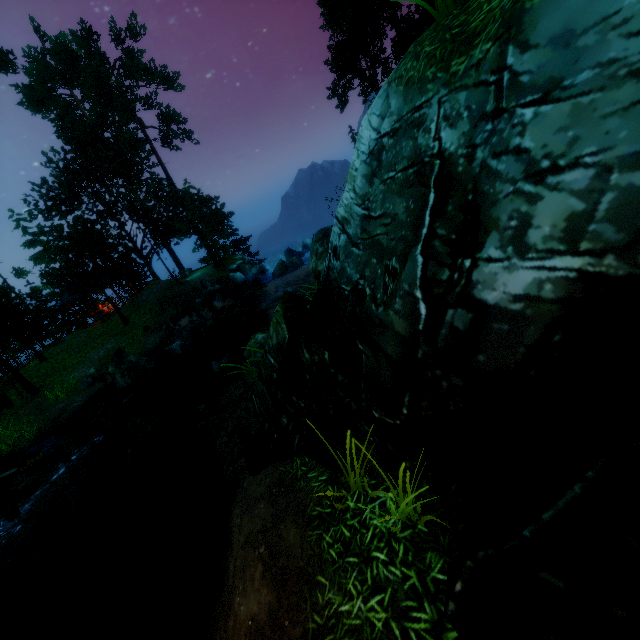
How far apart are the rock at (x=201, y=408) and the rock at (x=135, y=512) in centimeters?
345cm

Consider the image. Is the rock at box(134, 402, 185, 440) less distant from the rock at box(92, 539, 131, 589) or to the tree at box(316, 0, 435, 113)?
the rock at box(92, 539, 131, 589)

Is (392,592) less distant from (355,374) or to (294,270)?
(355,374)

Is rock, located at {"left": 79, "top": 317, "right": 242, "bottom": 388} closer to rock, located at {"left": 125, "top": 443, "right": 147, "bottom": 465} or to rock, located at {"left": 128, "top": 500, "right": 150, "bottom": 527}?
rock, located at {"left": 125, "top": 443, "right": 147, "bottom": 465}

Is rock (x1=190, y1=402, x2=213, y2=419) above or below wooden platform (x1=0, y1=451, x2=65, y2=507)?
below

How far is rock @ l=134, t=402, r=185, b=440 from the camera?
12.8 meters

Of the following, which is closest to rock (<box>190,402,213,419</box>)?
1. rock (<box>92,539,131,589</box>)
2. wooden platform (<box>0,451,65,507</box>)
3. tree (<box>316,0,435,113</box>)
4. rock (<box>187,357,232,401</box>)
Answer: rock (<box>187,357,232,401</box>)

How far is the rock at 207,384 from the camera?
12.4 meters
